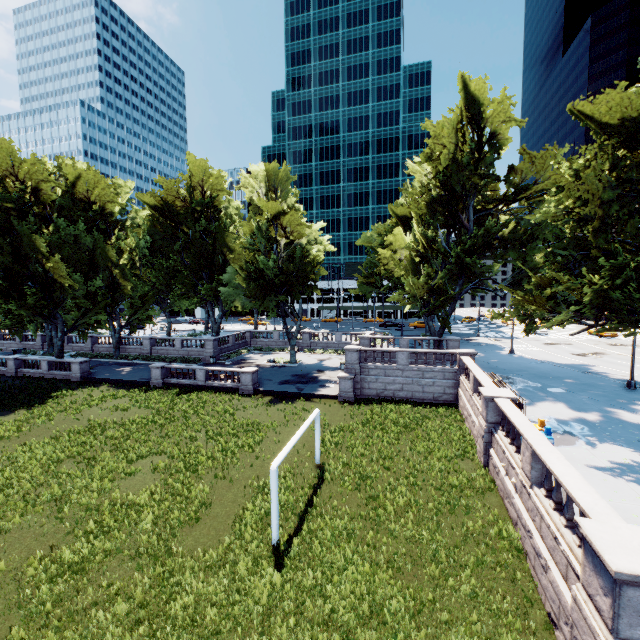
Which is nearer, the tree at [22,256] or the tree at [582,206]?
the tree at [582,206]

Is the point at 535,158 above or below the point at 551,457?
above

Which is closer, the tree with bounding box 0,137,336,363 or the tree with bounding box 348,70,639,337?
the tree with bounding box 348,70,639,337
